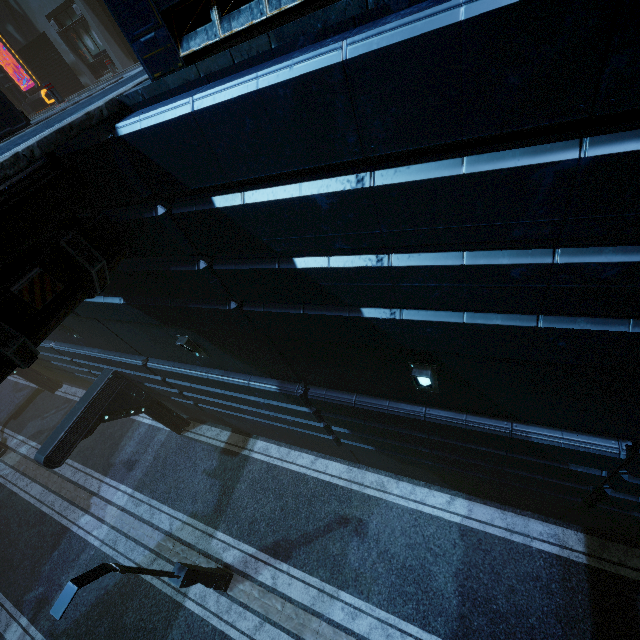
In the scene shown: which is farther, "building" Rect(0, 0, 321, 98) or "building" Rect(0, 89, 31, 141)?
"building" Rect(0, 89, 31, 141)

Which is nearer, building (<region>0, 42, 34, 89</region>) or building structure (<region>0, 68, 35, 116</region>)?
building structure (<region>0, 68, 35, 116</region>)

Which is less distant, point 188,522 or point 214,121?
point 214,121

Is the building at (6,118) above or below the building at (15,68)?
below

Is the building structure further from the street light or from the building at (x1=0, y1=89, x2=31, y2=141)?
the street light

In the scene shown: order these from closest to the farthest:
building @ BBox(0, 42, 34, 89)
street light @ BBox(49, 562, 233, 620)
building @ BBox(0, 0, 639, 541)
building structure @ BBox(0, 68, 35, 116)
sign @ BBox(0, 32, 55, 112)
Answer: building @ BBox(0, 0, 639, 541), street light @ BBox(49, 562, 233, 620), sign @ BBox(0, 32, 55, 112), building structure @ BBox(0, 68, 35, 116), building @ BBox(0, 42, 34, 89)

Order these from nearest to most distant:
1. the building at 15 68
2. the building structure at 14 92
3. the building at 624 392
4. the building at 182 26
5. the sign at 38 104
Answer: the building at 624 392
the building at 182 26
the sign at 38 104
the building structure at 14 92
the building at 15 68

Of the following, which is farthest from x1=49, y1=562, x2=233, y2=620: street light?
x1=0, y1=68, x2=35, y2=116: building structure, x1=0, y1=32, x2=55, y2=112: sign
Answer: x1=0, y1=68, x2=35, y2=116: building structure
